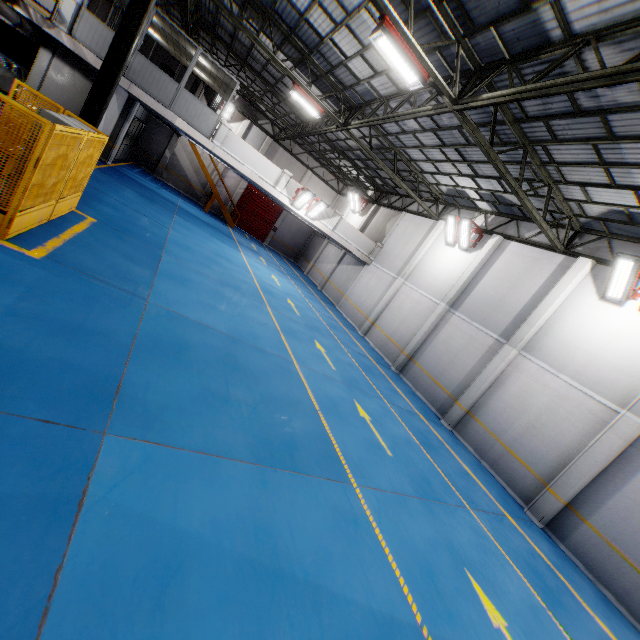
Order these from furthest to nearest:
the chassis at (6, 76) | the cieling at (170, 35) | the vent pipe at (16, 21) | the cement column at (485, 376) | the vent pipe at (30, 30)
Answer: the chassis at (6, 76), the cieling at (170, 35), the vent pipe at (30, 30), the cement column at (485, 376), the vent pipe at (16, 21)

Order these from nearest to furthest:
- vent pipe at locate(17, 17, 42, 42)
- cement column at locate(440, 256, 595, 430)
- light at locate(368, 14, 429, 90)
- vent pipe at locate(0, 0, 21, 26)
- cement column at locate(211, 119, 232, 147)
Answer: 1. light at locate(368, 14, 429, 90)
2. vent pipe at locate(0, 0, 21, 26)
3. cement column at locate(440, 256, 595, 430)
4. vent pipe at locate(17, 17, 42, 42)
5. cement column at locate(211, 119, 232, 147)

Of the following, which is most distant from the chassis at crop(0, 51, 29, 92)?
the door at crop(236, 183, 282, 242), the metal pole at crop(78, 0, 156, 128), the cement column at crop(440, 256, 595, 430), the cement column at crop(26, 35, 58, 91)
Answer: the cement column at crop(440, 256, 595, 430)

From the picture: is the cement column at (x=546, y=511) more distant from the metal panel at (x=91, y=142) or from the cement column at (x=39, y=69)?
the cement column at (x=39, y=69)

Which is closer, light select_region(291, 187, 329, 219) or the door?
light select_region(291, 187, 329, 219)

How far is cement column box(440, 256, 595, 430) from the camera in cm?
1148

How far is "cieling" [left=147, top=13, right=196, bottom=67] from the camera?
14.3 meters

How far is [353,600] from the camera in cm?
372
